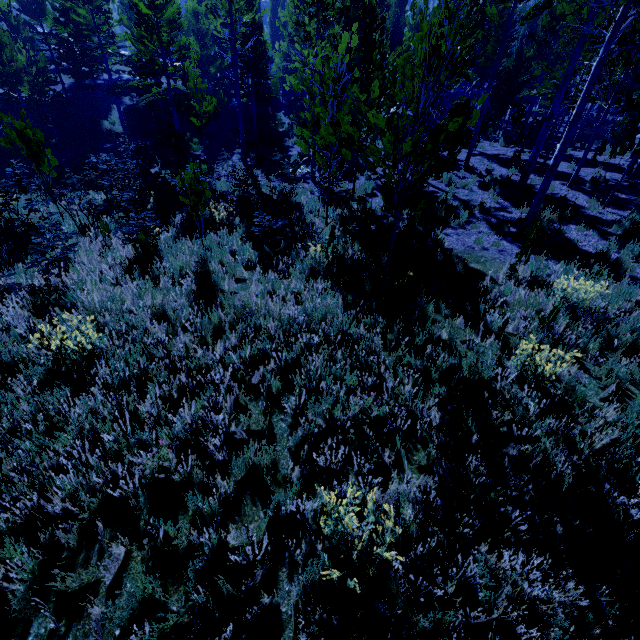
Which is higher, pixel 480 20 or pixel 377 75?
pixel 480 20

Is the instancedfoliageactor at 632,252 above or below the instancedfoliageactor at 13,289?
above

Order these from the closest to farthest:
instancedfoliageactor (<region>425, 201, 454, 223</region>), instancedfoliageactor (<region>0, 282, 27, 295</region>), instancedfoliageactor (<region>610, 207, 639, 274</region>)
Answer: instancedfoliageactor (<region>0, 282, 27, 295</region>) < instancedfoliageactor (<region>610, 207, 639, 274</region>) < instancedfoliageactor (<region>425, 201, 454, 223</region>)

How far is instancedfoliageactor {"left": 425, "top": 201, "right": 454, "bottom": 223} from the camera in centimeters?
1063cm

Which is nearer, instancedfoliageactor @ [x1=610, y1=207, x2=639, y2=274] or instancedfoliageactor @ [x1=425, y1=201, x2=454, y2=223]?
instancedfoliageactor @ [x1=610, y1=207, x2=639, y2=274]

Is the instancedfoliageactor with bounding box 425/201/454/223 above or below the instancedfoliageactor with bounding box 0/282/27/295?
above

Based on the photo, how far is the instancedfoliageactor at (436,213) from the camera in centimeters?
1063cm
